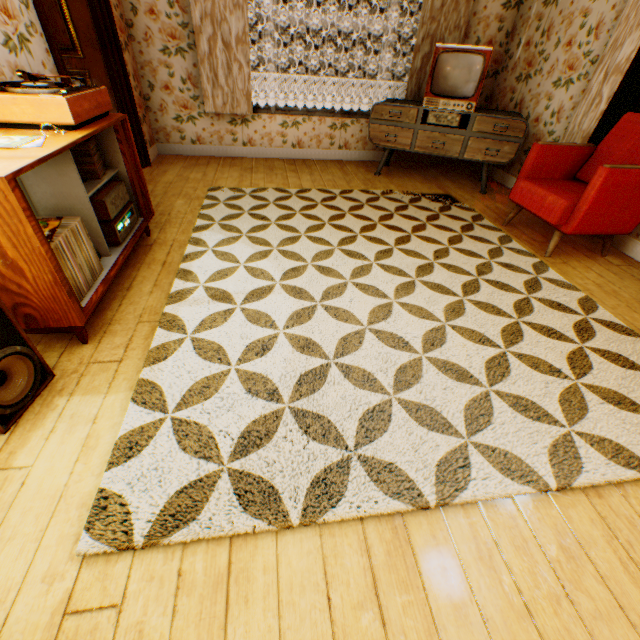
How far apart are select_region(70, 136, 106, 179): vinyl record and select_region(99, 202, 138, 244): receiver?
0.31m

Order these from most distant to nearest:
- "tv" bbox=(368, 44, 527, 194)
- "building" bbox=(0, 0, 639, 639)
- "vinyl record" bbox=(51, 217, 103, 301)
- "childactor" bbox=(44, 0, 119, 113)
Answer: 1. "tv" bbox=(368, 44, 527, 194)
2. "childactor" bbox=(44, 0, 119, 113)
3. "vinyl record" bbox=(51, 217, 103, 301)
4. "building" bbox=(0, 0, 639, 639)

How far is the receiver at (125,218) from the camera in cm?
233

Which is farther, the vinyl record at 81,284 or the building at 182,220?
the vinyl record at 81,284

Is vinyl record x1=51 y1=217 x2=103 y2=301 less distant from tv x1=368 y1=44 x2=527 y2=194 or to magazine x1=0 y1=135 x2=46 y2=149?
magazine x1=0 y1=135 x2=46 y2=149

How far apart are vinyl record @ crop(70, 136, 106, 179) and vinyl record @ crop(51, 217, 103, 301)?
0.6m

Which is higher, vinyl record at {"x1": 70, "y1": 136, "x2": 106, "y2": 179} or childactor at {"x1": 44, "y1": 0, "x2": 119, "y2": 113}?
childactor at {"x1": 44, "y1": 0, "x2": 119, "y2": 113}

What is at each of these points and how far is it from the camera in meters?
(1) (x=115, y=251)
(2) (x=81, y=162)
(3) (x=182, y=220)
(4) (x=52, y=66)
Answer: (1) cabinet, 2.4 m
(2) vinyl record, 2.3 m
(3) building, 3.4 m
(4) building, 2.7 m
